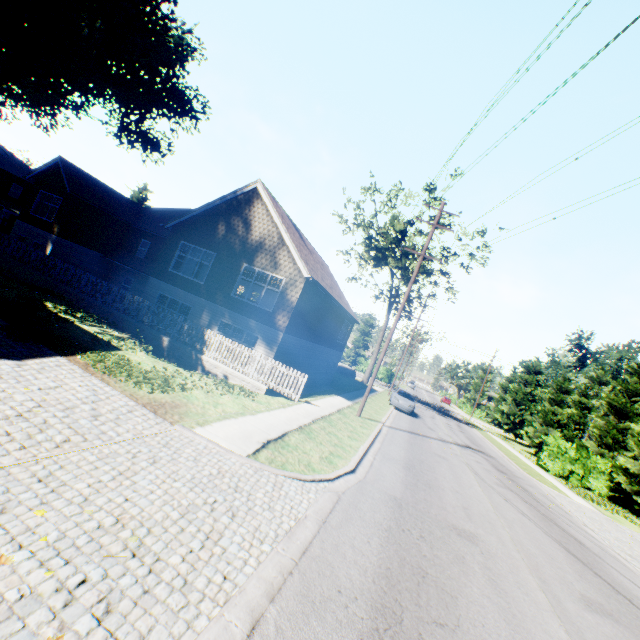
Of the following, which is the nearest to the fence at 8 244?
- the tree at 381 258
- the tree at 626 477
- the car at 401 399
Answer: the car at 401 399

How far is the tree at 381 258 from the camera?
33.78m

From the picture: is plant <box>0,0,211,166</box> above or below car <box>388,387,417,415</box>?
above

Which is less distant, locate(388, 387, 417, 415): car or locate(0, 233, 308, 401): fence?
locate(0, 233, 308, 401): fence

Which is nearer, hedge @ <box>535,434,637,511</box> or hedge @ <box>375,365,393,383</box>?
hedge @ <box>535,434,637,511</box>

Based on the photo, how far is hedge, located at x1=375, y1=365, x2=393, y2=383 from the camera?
55.2m

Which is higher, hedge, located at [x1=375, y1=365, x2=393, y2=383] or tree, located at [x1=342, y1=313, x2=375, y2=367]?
tree, located at [x1=342, y1=313, x2=375, y2=367]

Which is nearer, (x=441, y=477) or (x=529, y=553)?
(x=529, y=553)
